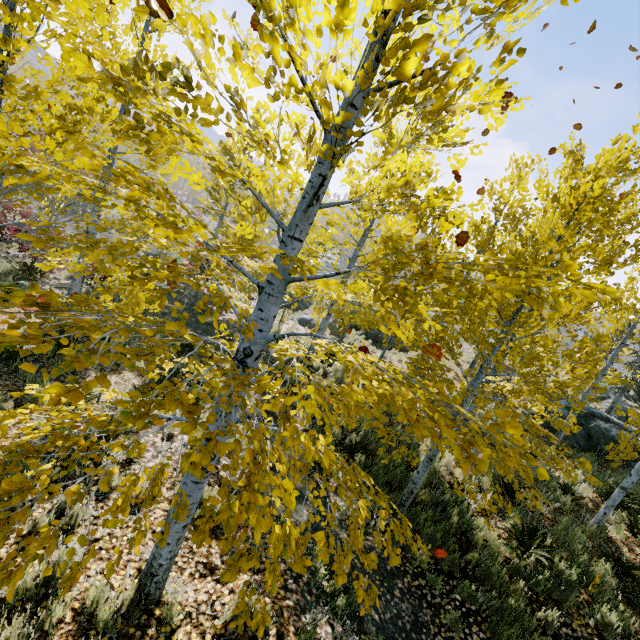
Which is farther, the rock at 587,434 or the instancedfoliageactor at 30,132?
the rock at 587,434

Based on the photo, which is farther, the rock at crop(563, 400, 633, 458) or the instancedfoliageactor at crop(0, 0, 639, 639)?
the rock at crop(563, 400, 633, 458)

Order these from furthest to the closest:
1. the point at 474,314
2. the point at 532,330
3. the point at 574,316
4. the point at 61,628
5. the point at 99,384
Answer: the point at 474,314 < the point at 532,330 < the point at 574,316 < the point at 61,628 < the point at 99,384

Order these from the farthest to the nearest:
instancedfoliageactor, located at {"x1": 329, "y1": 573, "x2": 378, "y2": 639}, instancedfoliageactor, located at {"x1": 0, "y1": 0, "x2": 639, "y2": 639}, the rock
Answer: the rock < instancedfoliageactor, located at {"x1": 329, "y1": 573, "x2": 378, "y2": 639} < instancedfoliageactor, located at {"x1": 0, "y1": 0, "x2": 639, "y2": 639}

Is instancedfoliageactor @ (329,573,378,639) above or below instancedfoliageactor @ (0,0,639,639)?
below

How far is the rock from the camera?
11.4 meters

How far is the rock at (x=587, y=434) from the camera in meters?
11.4
